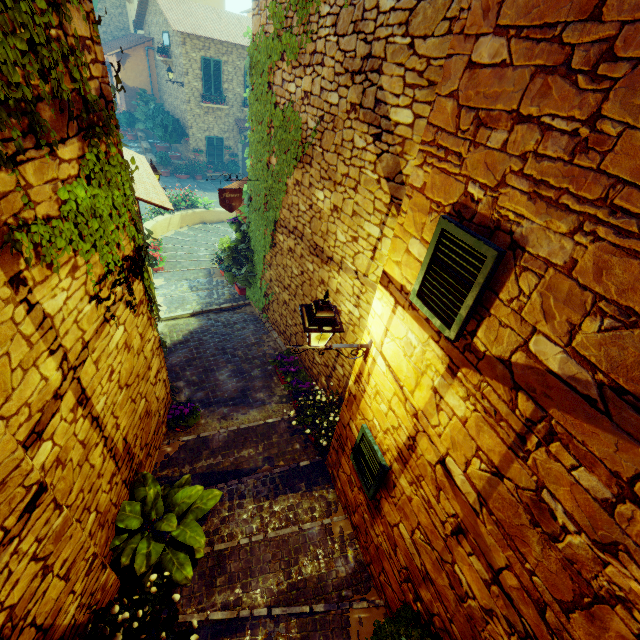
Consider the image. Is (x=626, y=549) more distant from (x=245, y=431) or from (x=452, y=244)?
(x=245, y=431)

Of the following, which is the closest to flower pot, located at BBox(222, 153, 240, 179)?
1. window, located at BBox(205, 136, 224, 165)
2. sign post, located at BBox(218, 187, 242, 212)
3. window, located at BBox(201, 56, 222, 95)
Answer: window, located at BBox(205, 136, 224, 165)

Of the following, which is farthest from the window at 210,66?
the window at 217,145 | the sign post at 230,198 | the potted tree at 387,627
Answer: the potted tree at 387,627

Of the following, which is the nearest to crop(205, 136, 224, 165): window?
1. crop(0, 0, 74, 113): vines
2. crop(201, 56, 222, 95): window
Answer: crop(201, 56, 222, 95): window

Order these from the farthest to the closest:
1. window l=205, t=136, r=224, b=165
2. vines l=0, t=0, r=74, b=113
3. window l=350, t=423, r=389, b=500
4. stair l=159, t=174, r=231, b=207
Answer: window l=205, t=136, r=224, b=165 → stair l=159, t=174, r=231, b=207 → window l=350, t=423, r=389, b=500 → vines l=0, t=0, r=74, b=113

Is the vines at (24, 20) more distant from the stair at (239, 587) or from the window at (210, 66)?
the window at (210, 66)

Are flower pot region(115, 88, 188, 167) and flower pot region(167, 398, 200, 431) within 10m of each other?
no

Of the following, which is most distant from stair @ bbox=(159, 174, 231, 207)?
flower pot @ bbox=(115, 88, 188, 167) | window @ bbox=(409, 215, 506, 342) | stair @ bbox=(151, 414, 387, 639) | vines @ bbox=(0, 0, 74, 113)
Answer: window @ bbox=(409, 215, 506, 342)
